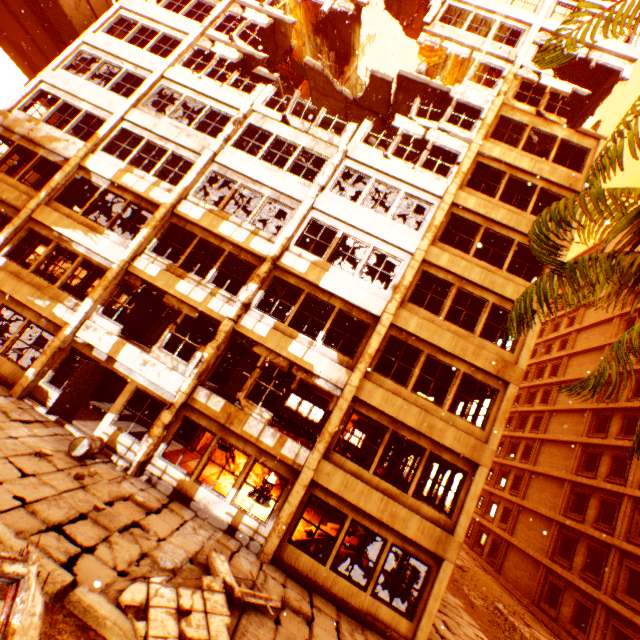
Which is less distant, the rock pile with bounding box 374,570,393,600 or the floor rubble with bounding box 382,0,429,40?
the rock pile with bounding box 374,570,393,600

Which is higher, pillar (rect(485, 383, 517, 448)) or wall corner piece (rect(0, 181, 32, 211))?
pillar (rect(485, 383, 517, 448))

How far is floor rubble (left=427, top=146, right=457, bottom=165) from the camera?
15.3m

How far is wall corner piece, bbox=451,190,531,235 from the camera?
13.0 meters

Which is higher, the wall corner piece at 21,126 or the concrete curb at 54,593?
the wall corner piece at 21,126

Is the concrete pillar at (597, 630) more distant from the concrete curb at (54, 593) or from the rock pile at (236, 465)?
the rock pile at (236, 465)

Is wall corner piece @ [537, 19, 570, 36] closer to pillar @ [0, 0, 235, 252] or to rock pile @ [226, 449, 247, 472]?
pillar @ [0, 0, 235, 252]

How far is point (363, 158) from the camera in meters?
14.0
